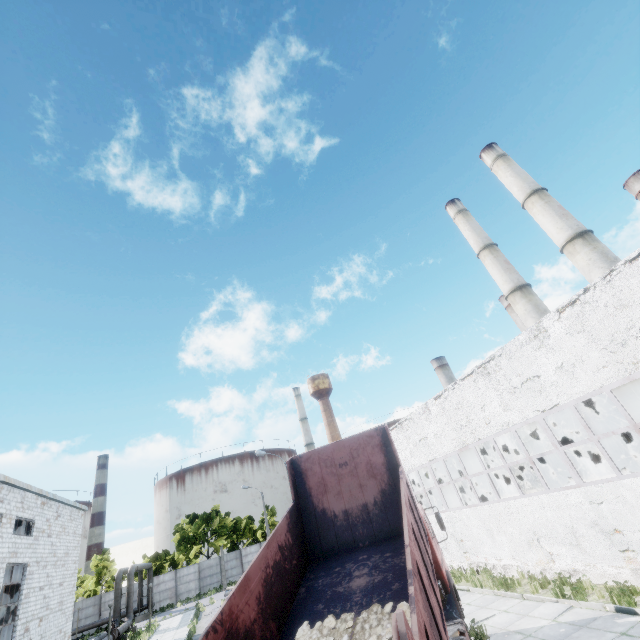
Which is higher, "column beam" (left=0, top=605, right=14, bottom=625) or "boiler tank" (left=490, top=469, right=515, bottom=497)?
"column beam" (left=0, top=605, right=14, bottom=625)

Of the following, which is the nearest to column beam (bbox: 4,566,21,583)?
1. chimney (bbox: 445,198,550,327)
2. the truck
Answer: the truck

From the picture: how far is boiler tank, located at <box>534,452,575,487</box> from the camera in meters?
20.4

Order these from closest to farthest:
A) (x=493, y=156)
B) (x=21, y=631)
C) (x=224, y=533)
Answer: (x=21, y=631) → (x=493, y=156) → (x=224, y=533)

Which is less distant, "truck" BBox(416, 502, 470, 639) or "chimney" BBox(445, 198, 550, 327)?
"truck" BBox(416, 502, 470, 639)

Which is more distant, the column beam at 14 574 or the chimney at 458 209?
the chimney at 458 209

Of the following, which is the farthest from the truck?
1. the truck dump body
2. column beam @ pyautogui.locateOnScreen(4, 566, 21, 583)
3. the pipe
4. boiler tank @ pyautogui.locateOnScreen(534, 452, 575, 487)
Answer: column beam @ pyautogui.locateOnScreen(4, 566, 21, 583)

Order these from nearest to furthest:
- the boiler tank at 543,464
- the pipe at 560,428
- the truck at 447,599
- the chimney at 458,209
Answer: the truck at 447,599, the pipe at 560,428, the boiler tank at 543,464, the chimney at 458,209
